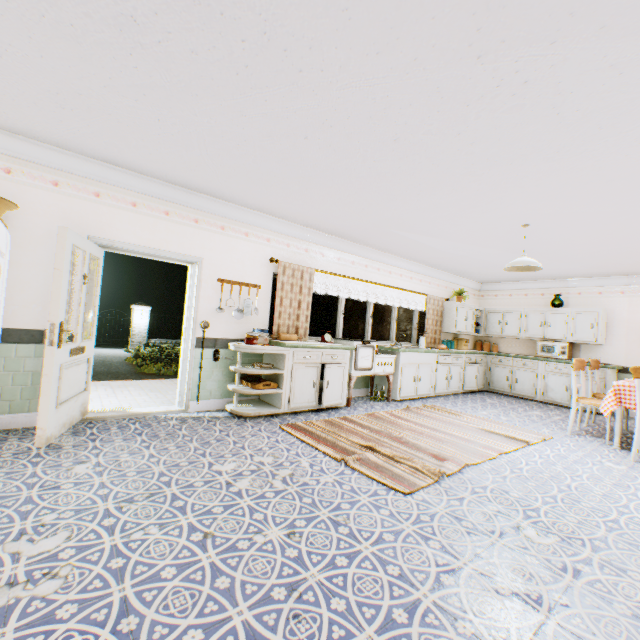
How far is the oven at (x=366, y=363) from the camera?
5.9m

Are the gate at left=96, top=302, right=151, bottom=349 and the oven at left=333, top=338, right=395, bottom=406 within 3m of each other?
no

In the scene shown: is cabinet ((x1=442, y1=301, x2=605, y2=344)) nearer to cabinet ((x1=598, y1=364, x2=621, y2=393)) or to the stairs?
cabinet ((x1=598, y1=364, x2=621, y2=393))

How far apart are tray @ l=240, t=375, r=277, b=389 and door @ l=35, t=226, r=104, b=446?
2.0m

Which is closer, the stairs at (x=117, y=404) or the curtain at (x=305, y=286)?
the stairs at (x=117, y=404)

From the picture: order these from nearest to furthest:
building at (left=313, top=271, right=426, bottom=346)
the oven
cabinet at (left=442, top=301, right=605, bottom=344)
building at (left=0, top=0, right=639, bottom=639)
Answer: building at (left=0, top=0, right=639, bottom=639) < the oven < building at (left=313, top=271, right=426, bottom=346) < cabinet at (left=442, top=301, right=605, bottom=344)

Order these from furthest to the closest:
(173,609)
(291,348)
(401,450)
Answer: (291,348) → (401,450) → (173,609)

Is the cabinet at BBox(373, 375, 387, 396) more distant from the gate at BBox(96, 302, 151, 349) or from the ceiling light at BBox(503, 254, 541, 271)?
the gate at BBox(96, 302, 151, 349)
